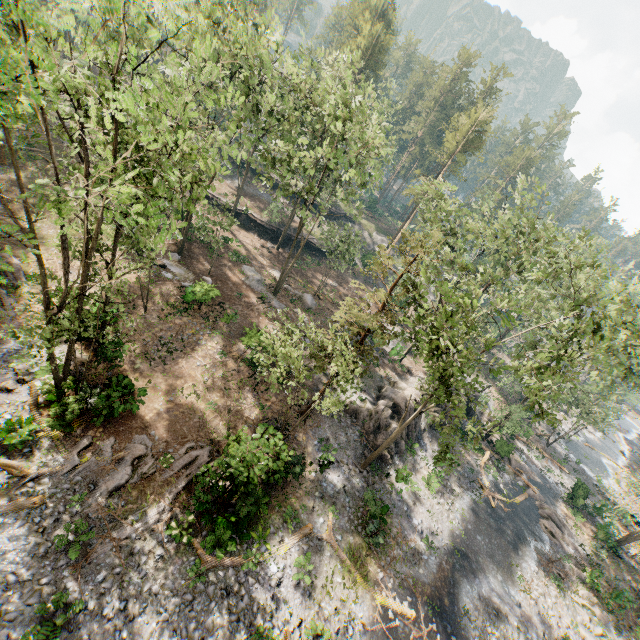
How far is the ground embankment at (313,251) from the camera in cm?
4575

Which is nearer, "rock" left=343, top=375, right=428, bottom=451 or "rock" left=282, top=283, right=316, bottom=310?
"rock" left=343, top=375, right=428, bottom=451

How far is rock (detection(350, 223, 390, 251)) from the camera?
54.4 meters

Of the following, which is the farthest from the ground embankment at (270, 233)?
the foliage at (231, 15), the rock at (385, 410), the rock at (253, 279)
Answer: the rock at (385, 410)

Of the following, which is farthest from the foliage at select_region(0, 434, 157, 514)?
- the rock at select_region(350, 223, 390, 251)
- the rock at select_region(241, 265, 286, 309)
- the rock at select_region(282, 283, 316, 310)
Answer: the rock at select_region(282, 283, 316, 310)

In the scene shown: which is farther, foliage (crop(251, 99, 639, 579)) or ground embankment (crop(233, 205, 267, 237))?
ground embankment (crop(233, 205, 267, 237))

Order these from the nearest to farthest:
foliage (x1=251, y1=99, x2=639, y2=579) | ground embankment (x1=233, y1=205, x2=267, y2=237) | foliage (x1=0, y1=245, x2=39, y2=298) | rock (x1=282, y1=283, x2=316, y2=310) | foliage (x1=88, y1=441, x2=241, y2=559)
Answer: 1. foliage (x1=0, y1=245, x2=39, y2=298)
2. foliage (x1=88, y1=441, x2=241, y2=559)
3. foliage (x1=251, y1=99, x2=639, y2=579)
4. rock (x1=282, y1=283, x2=316, y2=310)
5. ground embankment (x1=233, y1=205, x2=267, y2=237)

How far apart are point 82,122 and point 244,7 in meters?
26.5 m
